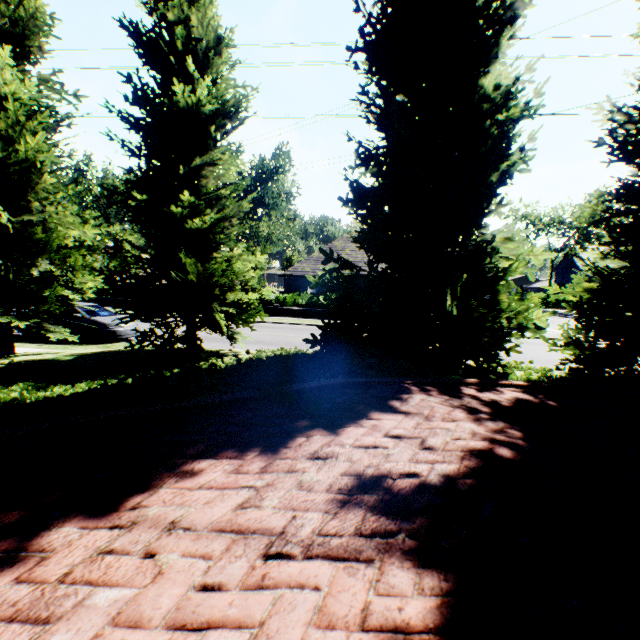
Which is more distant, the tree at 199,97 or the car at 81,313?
the car at 81,313

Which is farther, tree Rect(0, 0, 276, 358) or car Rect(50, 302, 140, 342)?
car Rect(50, 302, 140, 342)

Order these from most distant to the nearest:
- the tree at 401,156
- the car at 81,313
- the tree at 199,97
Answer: the car at 81,313
the tree at 199,97
the tree at 401,156

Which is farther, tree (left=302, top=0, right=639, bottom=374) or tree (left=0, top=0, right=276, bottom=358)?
tree (left=0, top=0, right=276, bottom=358)

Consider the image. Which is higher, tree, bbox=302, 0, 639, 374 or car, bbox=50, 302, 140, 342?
tree, bbox=302, 0, 639, 374

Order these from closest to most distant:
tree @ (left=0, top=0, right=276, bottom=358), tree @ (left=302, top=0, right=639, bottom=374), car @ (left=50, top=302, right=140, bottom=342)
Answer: tree @ (left=302, top=0, right=639, bottom=374)
tree @ (left=0, top=0, right=276, bottom=358)
car @ (left=50, top=302, right=140, bottom=342)

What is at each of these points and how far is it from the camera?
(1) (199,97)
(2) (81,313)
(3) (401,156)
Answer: (1) tree, 6.4 meters
(2) car, 13.5 meters
(3) tree, 5.9 meters
